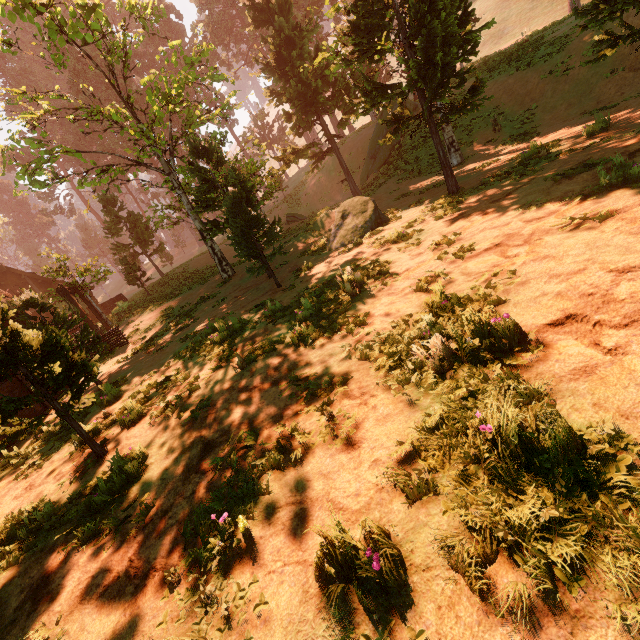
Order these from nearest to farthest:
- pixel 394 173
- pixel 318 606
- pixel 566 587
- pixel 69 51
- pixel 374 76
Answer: pixel 566 587
pixel 318 606
pixel 394 173
pixel 374 76
pixel 69 51

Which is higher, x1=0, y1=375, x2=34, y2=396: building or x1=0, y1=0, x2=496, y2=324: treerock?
x1=0, y1=0, x2=496, y2=324: treerock

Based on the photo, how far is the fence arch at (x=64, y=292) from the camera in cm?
1661

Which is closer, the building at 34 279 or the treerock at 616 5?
the treerock at 616 5

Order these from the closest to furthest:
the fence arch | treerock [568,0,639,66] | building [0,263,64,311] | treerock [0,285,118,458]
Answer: treerock [0,285,118,458], treerock [568,0,639,66], building [0,263,64,311], the fence arch

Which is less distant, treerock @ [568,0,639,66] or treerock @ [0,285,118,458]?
treerock @ [0,285,118,458]

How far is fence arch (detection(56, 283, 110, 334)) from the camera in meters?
16.6

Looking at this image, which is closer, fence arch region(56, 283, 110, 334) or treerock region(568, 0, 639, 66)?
treerock region(568, 0, 639, 66)
